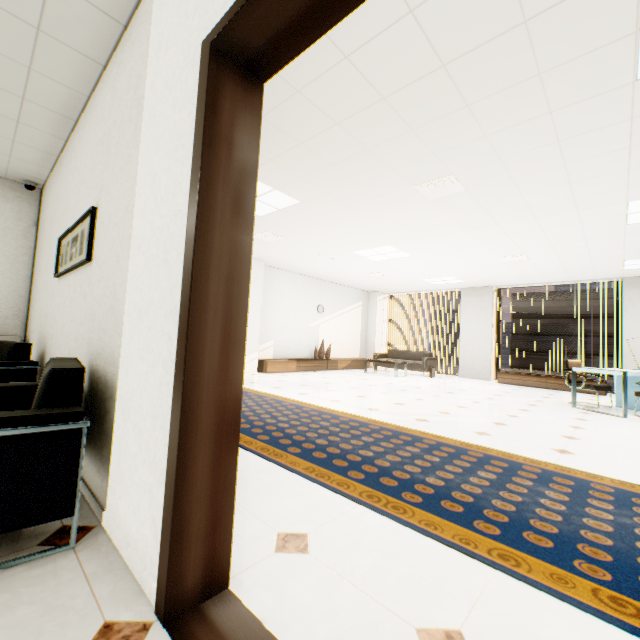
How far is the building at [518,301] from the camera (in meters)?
50.91

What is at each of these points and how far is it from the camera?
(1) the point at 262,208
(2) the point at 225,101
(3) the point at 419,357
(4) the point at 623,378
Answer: (1) light, 5.1m
(2) door, 1.2m
(3) sofa, 10.9m
(4) desk, 5.2m

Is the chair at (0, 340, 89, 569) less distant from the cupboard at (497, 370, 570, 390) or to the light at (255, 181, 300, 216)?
the light at (255, 181, 300, 216)

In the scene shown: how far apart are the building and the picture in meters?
67.3 m

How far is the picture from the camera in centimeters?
228cm

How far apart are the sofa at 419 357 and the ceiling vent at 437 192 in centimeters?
668cm

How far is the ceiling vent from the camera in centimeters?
388cm

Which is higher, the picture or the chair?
the picture
